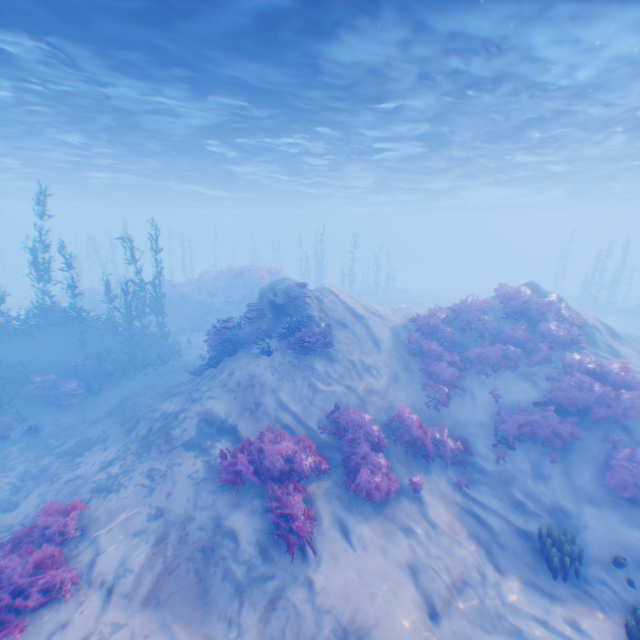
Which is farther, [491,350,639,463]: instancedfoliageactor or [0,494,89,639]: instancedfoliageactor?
[491,350,639,463]: instancedfoliageactor

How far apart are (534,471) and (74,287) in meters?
19.3

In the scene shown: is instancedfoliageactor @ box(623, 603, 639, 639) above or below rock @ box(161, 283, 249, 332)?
below

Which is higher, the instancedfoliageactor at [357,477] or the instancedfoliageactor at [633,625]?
the instancedfoliageactor at [357,477]

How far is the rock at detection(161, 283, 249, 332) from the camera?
23.7 meters

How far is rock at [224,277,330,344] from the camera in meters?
12.7

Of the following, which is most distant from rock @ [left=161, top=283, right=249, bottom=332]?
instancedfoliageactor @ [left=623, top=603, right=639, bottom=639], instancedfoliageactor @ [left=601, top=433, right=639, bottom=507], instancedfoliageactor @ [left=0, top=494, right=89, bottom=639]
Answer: instancedfoliageactor @ [left=623, top=603, right=639, bottom=639]

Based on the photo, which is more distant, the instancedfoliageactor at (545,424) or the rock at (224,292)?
the rock at (224,292)
